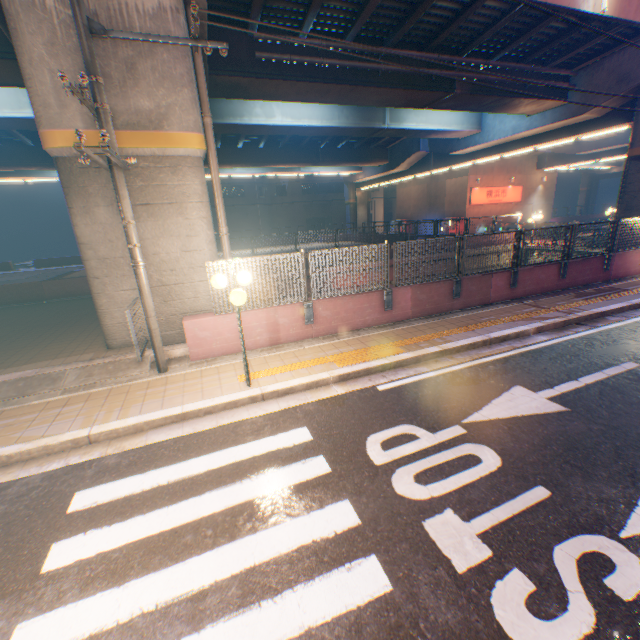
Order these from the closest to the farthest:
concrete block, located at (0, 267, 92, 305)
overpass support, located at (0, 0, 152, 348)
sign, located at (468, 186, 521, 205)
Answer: overpass support, located at (0, 0, 152, 348), concrete block, located at (0, 267, 92, 305), sign, located at (468, 186, 521, 205)

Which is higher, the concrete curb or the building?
the building

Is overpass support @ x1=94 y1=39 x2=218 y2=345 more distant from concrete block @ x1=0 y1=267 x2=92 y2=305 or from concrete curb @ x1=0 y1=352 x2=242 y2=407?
concrete curb @ x1=0 y1=352 x2=242 y2=407

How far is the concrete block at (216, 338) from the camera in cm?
725

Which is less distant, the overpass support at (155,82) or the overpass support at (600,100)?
the overpass support at (155,82)

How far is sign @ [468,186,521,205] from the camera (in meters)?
31.39

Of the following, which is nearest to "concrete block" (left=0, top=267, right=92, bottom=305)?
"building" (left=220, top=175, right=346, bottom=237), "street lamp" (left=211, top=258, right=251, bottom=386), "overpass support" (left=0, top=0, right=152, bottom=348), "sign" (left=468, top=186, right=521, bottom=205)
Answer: "overpass support" (left=0, top=0, right=152, bottom=348)

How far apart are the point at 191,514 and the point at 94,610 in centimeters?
107cm
